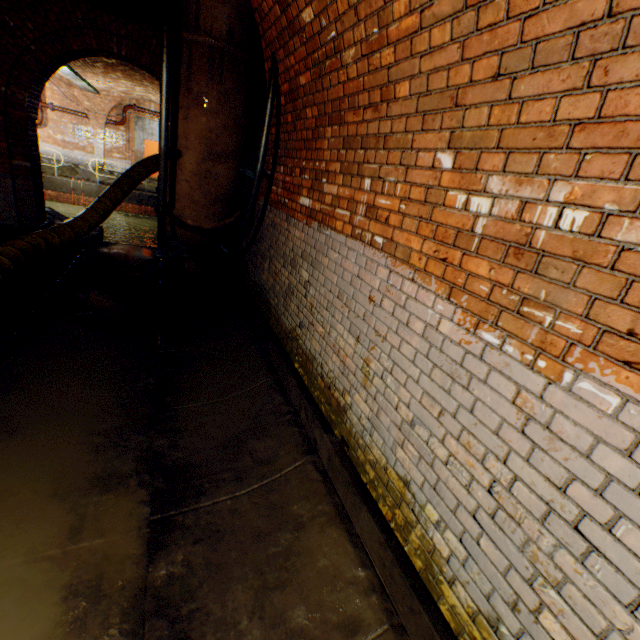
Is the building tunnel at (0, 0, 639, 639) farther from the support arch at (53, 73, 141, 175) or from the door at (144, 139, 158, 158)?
the door at (144, 139, 158, 158)

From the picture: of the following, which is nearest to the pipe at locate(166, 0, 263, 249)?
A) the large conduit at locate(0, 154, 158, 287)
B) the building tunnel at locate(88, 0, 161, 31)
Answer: the building tunnel at locate(88, 0, 161, 31)

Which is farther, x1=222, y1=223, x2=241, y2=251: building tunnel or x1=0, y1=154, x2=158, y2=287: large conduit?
x1=222, y1=223, x2=241, y2=251: building tunnel

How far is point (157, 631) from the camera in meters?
1.9

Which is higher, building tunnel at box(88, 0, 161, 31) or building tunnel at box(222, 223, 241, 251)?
building tunnel at box(88, 0, 161, 31)

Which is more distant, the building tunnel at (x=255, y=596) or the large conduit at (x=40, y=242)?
the large conduit at (x=40, y=242)

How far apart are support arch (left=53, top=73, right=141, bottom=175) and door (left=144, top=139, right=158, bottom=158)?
1.82m

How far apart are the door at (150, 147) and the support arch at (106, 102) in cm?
182
